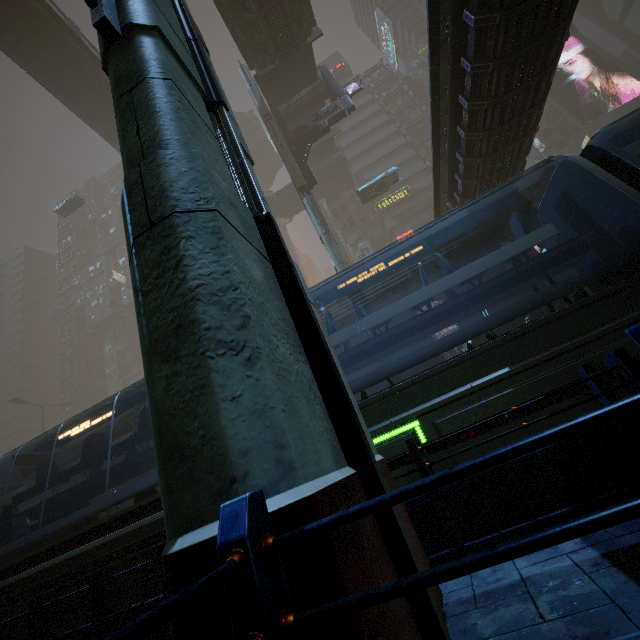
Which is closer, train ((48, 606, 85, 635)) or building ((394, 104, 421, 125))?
train ((48, 606, 85, 635))

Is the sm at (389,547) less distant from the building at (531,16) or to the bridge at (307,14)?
the building at (531,16)

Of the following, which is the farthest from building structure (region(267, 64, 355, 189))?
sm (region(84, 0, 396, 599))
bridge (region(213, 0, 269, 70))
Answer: sm (region(84, 0, 396, 599))

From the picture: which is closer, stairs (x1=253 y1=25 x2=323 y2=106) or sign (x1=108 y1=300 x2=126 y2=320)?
stairs (x1=253 y1=25 x2=323 y2=106)

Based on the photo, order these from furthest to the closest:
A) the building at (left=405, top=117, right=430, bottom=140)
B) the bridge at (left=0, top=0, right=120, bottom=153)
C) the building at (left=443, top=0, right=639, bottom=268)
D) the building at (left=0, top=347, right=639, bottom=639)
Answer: the building at (left=405, top=117, right=430, bottom=140), the bridge at (left=0, top=0, right=120, bottom=153), the building at (left=443, top=0, right=639, bottom=268), the building at (left=0, top=347, right=639, bottom=639)

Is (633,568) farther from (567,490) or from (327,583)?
(327,583)

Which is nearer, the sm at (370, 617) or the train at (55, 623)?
the sm at (370, 617)

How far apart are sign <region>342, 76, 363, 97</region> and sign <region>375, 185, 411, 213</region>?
20.0 meters
